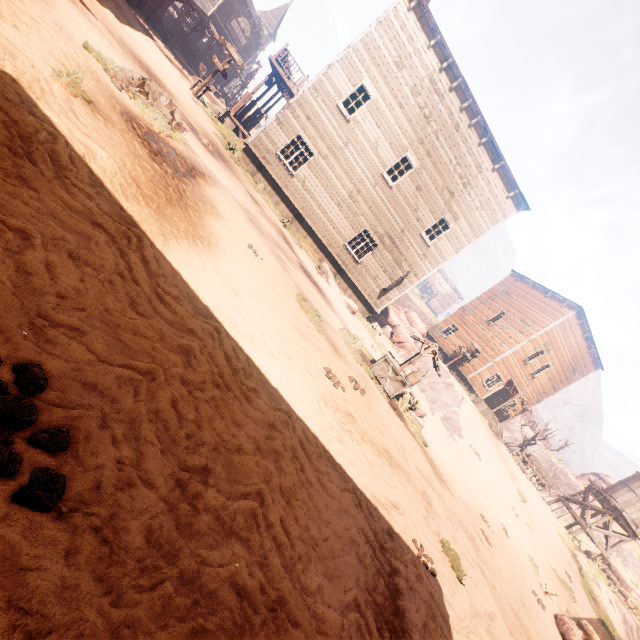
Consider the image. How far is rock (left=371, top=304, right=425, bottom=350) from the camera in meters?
24.6

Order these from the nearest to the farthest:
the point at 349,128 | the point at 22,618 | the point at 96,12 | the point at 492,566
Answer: the point at 22,618
the point at 492,566
the point at 96,12
the point at 349,128

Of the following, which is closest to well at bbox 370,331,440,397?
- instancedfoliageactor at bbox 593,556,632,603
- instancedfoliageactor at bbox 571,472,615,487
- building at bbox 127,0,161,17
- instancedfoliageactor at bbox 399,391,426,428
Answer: instancedfoliageactor at bbox 399,391,426,428

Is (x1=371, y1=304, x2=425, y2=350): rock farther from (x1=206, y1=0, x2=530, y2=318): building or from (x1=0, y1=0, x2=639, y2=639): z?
(x1=206, y1=0, x2=530, y2=318): building

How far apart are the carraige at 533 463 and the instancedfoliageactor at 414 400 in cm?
1812

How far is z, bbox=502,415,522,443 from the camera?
45.0 meters

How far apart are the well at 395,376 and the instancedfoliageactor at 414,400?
0.8 meters

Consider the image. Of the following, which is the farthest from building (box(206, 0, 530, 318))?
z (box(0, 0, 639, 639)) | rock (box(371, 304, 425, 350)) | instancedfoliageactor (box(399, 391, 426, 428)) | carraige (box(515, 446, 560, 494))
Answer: instancedfoliageactor (box(399, 391, 426, 428))
